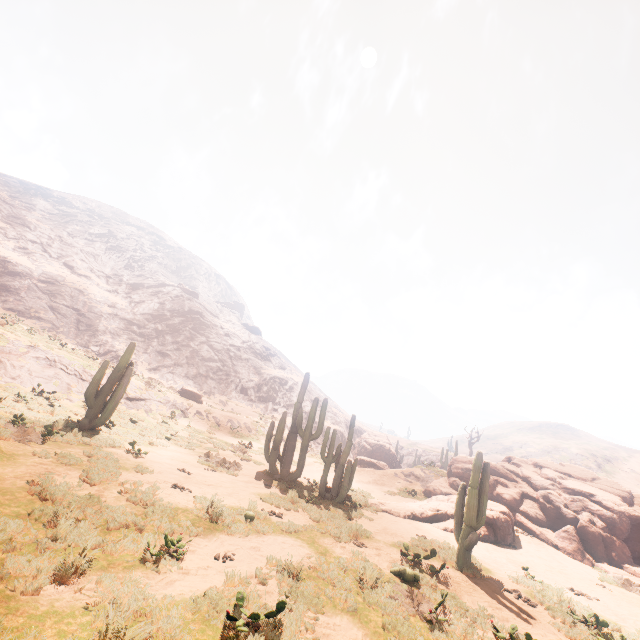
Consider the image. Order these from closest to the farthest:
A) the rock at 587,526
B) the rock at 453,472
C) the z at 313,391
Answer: the rock at 587,526 < the rock at 453,472 < the z at 313,391

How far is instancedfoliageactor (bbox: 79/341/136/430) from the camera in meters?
13.8

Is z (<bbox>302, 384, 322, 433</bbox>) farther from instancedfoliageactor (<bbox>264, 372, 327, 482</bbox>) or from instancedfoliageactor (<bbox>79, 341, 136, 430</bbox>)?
instancedfoliageactor (<bbox>264, 372, 327, 482</bbox>)

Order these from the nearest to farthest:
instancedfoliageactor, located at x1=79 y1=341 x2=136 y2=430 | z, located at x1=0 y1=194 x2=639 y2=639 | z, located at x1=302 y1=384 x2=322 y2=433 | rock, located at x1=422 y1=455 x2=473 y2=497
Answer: z, located at x1=0 y1=194 x2=639 y2=639, instancedfoliageactor, located at x1=79 y1=341 x2=136 y2=430, rock, located at x1=422 y1=455 x2=473 y2=497, z, located at x1=302 y1=384 x2=322 y2=433

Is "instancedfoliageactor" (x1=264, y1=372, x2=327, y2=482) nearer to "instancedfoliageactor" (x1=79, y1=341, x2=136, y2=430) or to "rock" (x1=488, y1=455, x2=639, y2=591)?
"instancedfoliageactor" (x1=79, y1=341, x2=136, y2=430)

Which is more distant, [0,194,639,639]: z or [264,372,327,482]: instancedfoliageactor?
[264,372,327,482]: instancedfoliageactor

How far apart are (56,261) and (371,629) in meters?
66.6

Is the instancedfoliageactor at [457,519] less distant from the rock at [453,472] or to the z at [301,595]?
the rock at [453,472]
